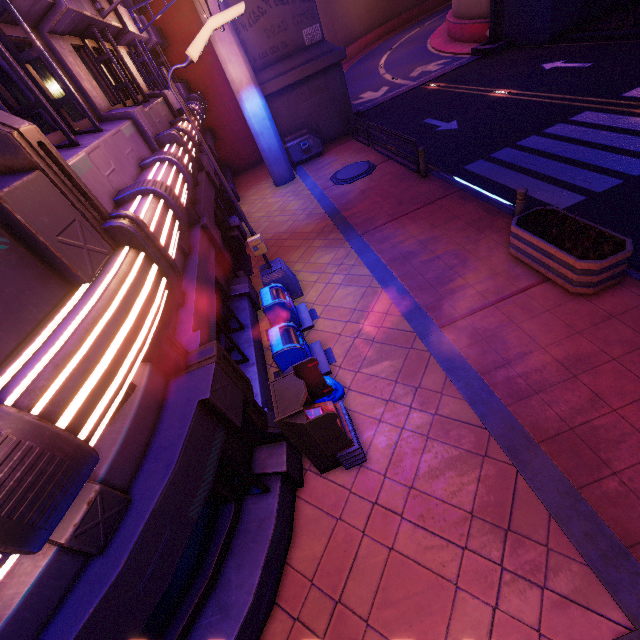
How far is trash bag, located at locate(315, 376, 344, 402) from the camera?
6.2m

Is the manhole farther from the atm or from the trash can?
the atm

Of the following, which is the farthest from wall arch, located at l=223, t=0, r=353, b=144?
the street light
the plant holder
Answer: the plant holder

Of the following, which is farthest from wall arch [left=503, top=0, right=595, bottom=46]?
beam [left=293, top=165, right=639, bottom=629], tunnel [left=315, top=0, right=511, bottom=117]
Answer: beam [left=293, top=165, right=639, bottom=629]

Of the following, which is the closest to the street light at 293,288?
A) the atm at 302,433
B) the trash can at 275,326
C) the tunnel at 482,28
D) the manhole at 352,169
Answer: the trash can at 275,326

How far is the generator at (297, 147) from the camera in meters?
17.3 m

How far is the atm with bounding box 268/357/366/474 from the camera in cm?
438

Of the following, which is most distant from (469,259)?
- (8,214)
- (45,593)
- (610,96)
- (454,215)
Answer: (610,96)
